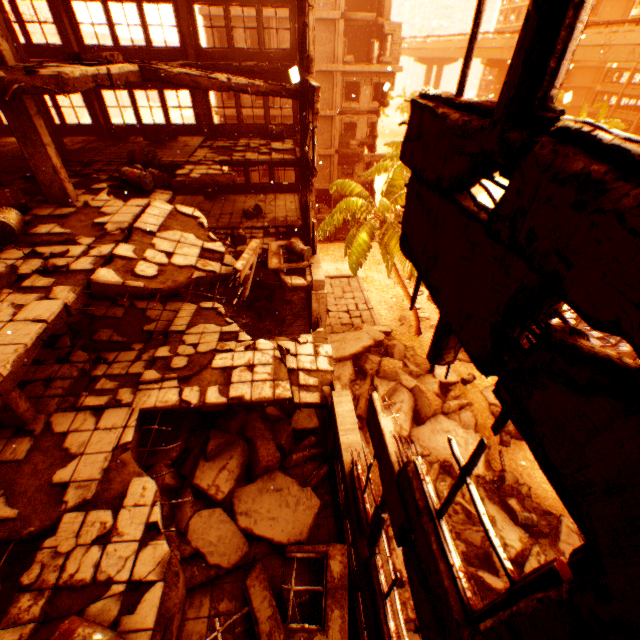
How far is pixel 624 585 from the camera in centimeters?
102cm

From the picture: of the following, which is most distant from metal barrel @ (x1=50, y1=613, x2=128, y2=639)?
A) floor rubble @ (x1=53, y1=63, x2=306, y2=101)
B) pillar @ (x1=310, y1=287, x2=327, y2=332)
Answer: pillar @ (x1=310, y1=287, x2=327, y2=332)

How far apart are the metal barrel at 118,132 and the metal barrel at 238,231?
7.3m

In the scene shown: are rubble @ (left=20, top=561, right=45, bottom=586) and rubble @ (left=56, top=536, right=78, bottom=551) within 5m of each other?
yes

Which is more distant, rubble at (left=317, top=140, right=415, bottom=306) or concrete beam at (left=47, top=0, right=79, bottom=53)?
rubble at (left=317, top=140, right=415, bottom=306)

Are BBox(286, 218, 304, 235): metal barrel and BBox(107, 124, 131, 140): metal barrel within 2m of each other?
no

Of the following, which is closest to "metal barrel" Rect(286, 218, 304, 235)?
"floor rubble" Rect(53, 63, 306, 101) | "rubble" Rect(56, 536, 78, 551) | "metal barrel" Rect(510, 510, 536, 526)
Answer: "floor rubble" Rect(53, 63, 306, 101)

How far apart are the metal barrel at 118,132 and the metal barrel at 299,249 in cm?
1043
